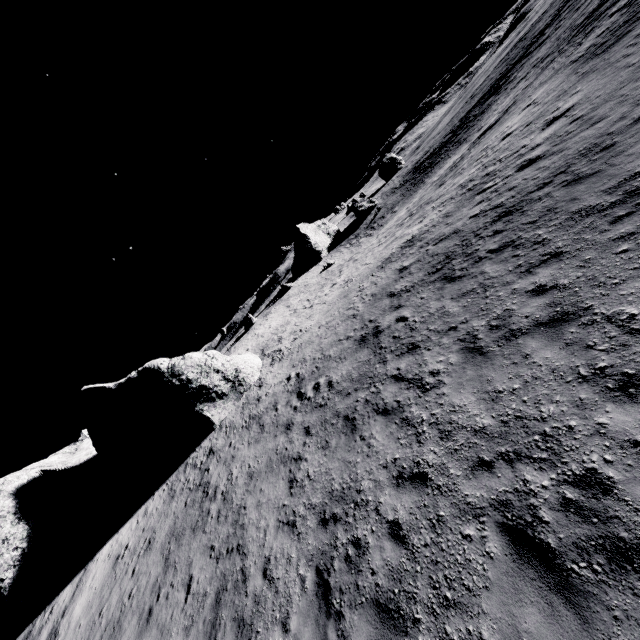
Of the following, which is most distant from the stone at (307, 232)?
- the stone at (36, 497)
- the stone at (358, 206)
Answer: the stone at (36, 497)

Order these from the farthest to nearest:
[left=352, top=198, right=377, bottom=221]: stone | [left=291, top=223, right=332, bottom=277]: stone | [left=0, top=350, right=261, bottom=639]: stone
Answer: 1. [left=352, top=198, right=377, bottom=221]: stone
2. [left=291, top=223, right=332, bottom=277]: stone
3. [left=0, top=350, right=261, bottom=639]: stone

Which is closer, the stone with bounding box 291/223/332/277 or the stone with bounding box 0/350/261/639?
the stone with bounding box 0/350/261/639

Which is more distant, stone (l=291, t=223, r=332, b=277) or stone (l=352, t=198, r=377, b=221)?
stone (l=352, t=198, r=377, b=221)

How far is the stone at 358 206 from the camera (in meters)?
58.09

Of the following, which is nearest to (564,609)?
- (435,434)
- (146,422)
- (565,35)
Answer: (435,434)

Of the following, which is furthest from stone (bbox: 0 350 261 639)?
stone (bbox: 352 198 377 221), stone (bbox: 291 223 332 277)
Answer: stone (bbox: 352 198 377 221)
